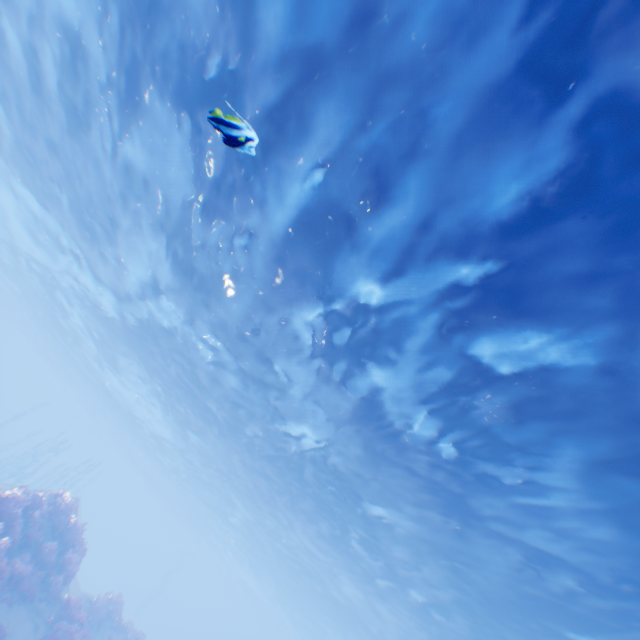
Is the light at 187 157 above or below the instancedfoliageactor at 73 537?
above

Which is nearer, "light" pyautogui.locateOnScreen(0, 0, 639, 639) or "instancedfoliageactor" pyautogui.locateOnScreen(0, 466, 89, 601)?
"light" pyautogui.locateOnScreen(0, 0, 639, 639)

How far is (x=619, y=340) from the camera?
6.8 meters

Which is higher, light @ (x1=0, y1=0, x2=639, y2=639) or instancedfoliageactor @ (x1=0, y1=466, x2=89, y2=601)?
light @ (x1=0, y1=0, x2=639, y2=639)

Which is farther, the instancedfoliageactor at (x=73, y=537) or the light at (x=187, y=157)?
the instancedfoliageactor at (x=73, y=537)
